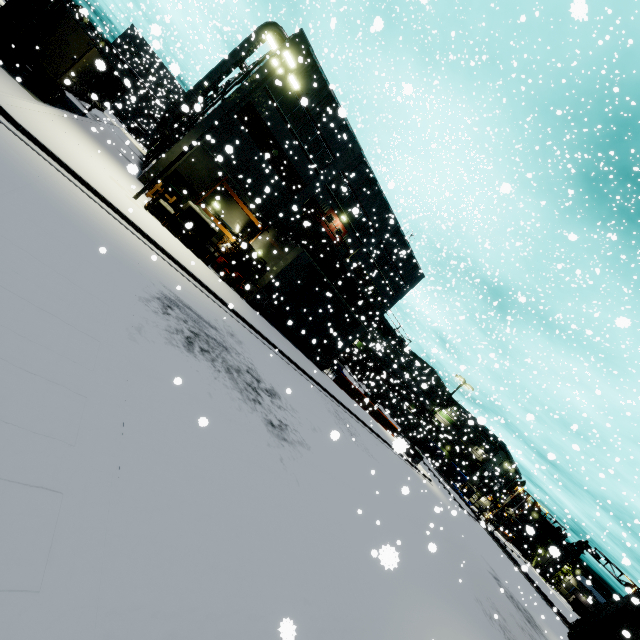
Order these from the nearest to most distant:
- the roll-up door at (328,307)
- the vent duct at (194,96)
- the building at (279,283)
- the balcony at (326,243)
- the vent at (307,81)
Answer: the building at (279,283), the roll-up door at (328,307), the vent at (307,81), the vent duct at (194,96), the balcony at (326,243)

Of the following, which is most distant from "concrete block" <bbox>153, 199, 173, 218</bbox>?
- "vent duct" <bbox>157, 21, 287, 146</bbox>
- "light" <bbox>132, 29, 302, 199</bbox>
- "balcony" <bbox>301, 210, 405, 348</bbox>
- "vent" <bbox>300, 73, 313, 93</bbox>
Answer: "vent" <bbox>300, 73, 313, 93</bbox>

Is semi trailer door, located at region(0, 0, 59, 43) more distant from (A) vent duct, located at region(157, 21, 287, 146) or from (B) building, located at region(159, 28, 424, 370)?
(B) building, located at region(159, 28, 424, 370)

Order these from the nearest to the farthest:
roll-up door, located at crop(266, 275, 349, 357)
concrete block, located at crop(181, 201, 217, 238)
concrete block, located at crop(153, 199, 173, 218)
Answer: concrete block, located at crop(153, 199, 173, 218), concrete block, located at crop(181, 201, 217, 238), roll-up door, located at crop(266, 275, 349, 357)

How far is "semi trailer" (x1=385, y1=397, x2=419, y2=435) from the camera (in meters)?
46.36

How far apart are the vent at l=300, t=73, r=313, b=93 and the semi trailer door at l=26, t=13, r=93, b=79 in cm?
1254

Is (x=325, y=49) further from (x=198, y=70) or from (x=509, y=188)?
(x=198, y=70)

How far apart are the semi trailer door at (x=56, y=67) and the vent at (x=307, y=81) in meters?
12.5
